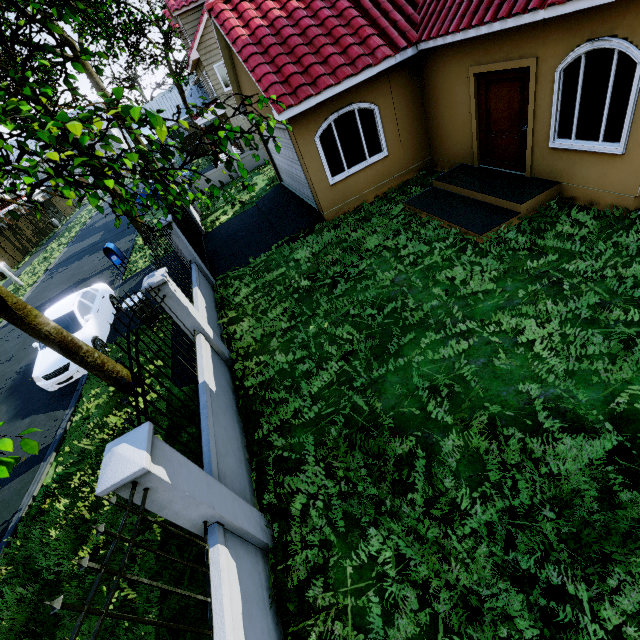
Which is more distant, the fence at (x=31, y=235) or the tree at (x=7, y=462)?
the fence at (x=31, y=235)

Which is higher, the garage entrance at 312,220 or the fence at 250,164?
the fence at 250,164

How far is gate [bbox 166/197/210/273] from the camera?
10.3m

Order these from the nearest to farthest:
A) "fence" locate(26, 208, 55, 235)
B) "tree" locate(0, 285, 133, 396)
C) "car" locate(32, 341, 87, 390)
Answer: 1. "tree" locate(0, 285, 133, 396)
2. "car" locate(32, 341, 87, 390)
3. "fence" locate(26, 208, 55, 235)

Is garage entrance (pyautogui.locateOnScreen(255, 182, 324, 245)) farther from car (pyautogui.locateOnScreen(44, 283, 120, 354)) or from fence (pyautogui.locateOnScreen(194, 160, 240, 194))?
car (pyautogui.locateOnScreen(44, 283, 120, 354))

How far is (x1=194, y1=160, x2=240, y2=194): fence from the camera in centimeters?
1939cm

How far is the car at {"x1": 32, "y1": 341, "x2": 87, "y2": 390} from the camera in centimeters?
869cm

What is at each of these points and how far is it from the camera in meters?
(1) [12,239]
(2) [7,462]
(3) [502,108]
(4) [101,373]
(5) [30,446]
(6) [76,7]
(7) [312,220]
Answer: (1) fence, 27.2 m
(2) tree, 2.2 m
(3) door, 7.2 m
(4) tree, 7.0 m
(5) tree, 2.2 m
(6) tree, 5.2 m
(7) garage entrance, 10.2 m
